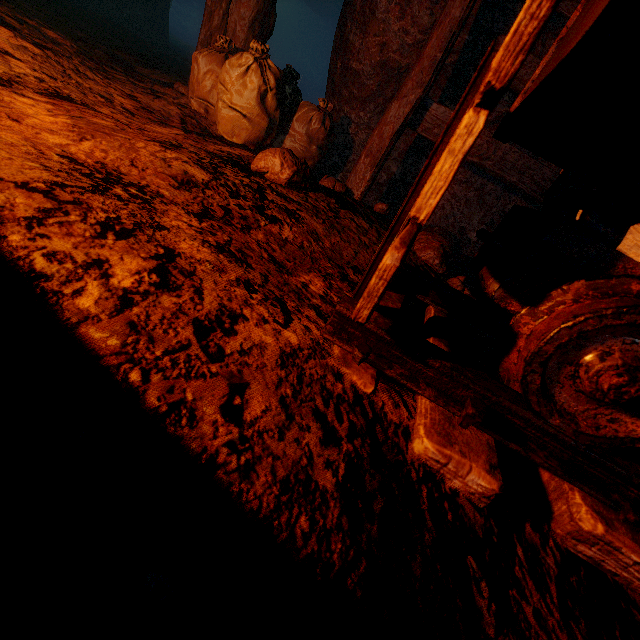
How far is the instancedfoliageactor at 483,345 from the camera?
1.74m

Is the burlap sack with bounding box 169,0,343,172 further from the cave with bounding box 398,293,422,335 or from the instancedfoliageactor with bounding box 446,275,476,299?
the instancedfoliageactor with bounding box 446,275,476,299

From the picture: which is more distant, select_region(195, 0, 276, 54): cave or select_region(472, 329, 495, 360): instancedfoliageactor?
select_region(195, 0, 276, 54): cave

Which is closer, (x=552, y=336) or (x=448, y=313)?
(x=552, y=336)

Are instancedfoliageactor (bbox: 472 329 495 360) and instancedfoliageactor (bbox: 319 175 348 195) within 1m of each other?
no

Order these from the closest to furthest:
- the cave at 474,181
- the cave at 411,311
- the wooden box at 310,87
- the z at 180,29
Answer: the cave at 411,311
the cave at 474,181
the z at 180,29
the wooden box at 310,87

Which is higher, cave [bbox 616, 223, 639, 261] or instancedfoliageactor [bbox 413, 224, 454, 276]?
cave [bbox 616, 223, 639, 261]

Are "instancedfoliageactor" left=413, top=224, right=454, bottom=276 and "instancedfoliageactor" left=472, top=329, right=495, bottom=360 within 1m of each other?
yes
